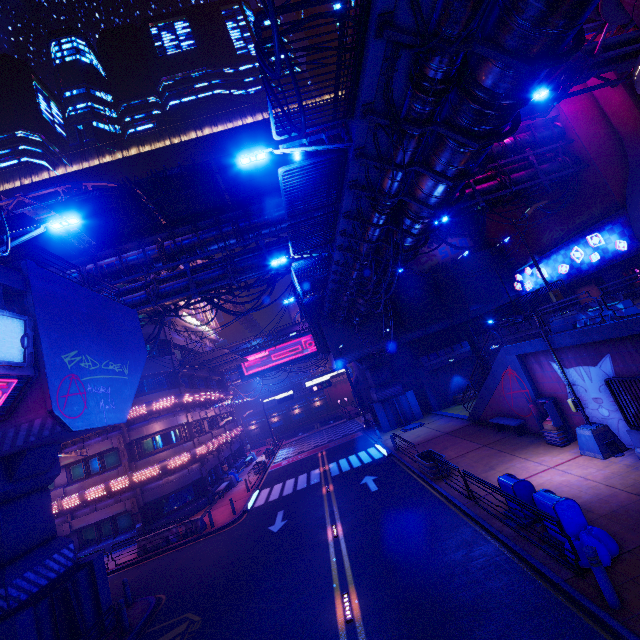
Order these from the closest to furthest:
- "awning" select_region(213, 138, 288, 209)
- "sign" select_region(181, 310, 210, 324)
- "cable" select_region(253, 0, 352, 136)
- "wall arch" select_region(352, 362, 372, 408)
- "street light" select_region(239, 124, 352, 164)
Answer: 1. "cable" select_region(253, 0, 352, 136)
2. "street light" select_region(239, 124, 352, 164)
3. "awning" select_region(213, 138, 288, 209)
4. "sign" select_region(181, 310, 210, 324)
5. "wall arch" select_region(352, 362, 372, 408)

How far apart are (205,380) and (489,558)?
34.9m

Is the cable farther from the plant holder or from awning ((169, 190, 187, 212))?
the plant holder

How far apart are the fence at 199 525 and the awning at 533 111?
33.26m

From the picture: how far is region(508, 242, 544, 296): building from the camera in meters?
29.7 m

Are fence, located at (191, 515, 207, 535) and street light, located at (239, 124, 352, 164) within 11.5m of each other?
no

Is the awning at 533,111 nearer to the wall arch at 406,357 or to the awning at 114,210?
the wall arch at 406,357

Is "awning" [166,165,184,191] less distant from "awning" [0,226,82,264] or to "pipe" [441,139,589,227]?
"pipe" [441,139,589,227]
